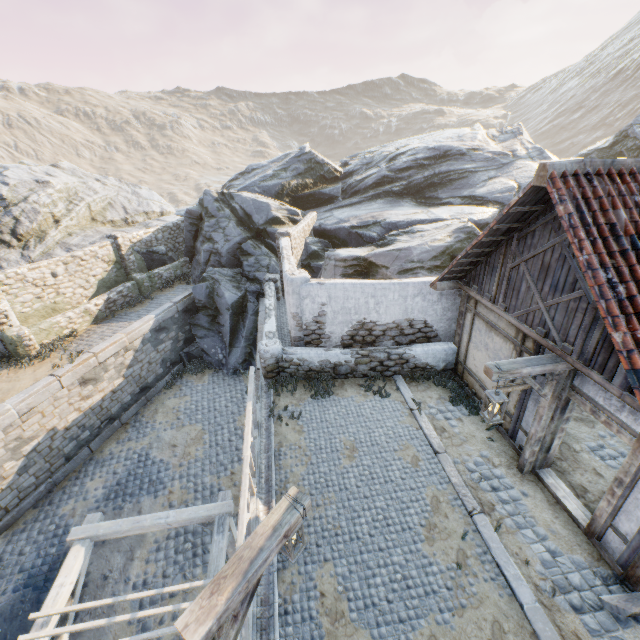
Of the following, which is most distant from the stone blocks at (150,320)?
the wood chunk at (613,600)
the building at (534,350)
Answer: the building at (534,350)

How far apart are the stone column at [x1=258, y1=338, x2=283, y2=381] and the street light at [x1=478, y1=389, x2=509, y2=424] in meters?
5.7

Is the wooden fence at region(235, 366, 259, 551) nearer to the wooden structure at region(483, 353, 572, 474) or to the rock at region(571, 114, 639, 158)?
the wooden structure at region(483, 353, 572, 474)

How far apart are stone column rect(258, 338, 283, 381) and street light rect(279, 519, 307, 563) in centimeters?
582cm

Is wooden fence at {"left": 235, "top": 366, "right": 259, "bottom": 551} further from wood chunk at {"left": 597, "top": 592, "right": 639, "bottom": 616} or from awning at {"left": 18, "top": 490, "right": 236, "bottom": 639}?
wood chunk at {"left": 597, "top": 592, "right": 639, "bottom": 616}

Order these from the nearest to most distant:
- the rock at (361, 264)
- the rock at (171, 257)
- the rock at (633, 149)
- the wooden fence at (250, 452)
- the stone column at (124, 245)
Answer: the wooden fence at (250, 452)
the rock at (361, 264)
the stone column at (124, 245)
the rock at (171, 257)
the rock at (633, 149)

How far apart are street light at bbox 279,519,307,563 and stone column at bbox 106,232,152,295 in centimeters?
1592cm

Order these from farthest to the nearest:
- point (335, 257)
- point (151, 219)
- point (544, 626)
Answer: point (151, 219)
point (335, 257)
point (544, 626)
